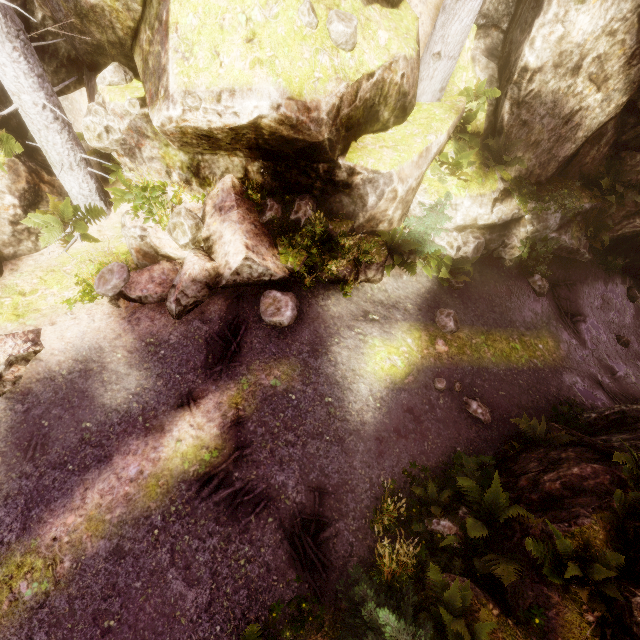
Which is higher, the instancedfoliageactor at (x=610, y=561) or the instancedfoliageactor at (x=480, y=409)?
the instancedfoliageactor at (x=610, y=561)

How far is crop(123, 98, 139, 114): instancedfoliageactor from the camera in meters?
7.1 m

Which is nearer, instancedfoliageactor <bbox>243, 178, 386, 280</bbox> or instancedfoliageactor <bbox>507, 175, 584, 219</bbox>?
instancedfoliageactor <bbox>243, 178, 386, 280</bbox>

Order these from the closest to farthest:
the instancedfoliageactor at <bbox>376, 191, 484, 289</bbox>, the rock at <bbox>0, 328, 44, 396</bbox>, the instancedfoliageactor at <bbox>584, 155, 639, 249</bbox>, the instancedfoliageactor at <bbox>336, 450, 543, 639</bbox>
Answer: the instancedfoliageactor at <bbox>336, 450, 543, 639</bbox>, the rock at <bbox>0, 328, 44, 396</bbox>, the instancedfoliageactor at <bbox>376, 191, 484, 289</bbox>, the instancedfoliageactor at <bbox>584, 155, 639, 249</bbox>

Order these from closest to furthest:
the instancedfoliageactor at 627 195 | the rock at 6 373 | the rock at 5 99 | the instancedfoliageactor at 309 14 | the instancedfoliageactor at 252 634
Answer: the instancedfoliageactor at 252 634
the instancedfoliageactor at 309 14
the rock at 6 373
the rock at 5 99
the instancedfoliageactor at 627 195

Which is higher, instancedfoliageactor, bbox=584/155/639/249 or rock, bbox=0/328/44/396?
instancedfoliageactor, bbox=584/155/639/249

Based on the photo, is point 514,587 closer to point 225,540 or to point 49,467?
point 225,540
